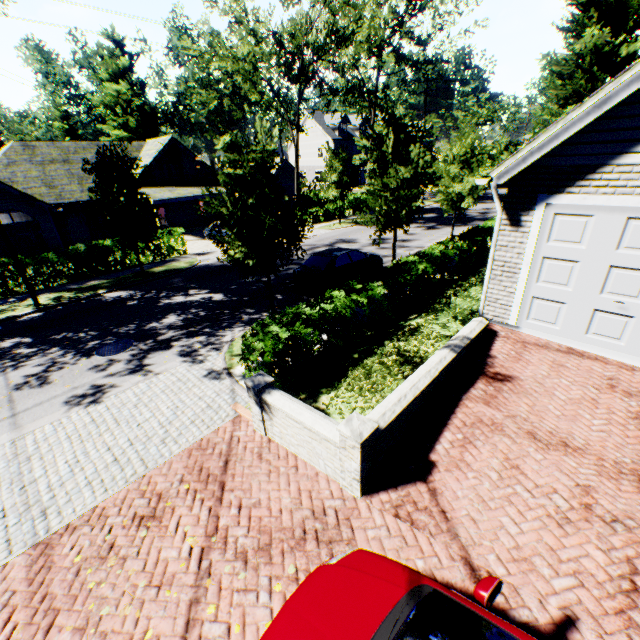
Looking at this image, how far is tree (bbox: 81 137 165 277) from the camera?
14.5m

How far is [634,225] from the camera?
5.8m

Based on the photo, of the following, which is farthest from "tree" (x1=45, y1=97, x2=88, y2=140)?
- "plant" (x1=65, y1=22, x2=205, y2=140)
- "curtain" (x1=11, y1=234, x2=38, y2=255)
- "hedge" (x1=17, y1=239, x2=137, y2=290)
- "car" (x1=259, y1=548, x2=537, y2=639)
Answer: "curtain" (x1=11, y1=234, x2=38, y2=255)

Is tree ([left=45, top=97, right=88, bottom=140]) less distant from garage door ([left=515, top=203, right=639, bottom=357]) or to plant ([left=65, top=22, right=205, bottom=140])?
plant ([left=65, top=22, right=205, bottom=140])

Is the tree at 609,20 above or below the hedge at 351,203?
above

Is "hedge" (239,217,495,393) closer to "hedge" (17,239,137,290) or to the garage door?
the garage door

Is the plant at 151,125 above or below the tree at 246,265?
above

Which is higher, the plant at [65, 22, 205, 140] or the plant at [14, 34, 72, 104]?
the plant at [14, 34, 72, 104]
